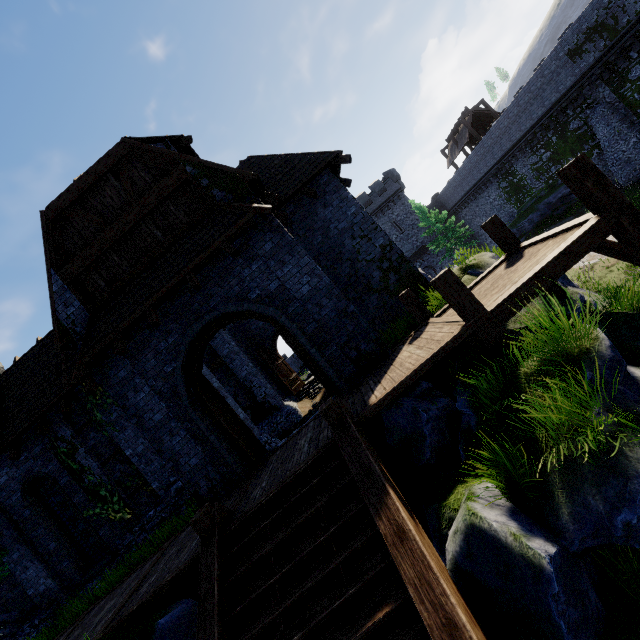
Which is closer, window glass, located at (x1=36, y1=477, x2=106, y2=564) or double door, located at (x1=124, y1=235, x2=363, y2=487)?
double door, located at (x1=124, y1=235, x2=363, y2=487)

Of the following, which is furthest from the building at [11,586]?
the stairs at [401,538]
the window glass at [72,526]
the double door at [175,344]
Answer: the stairs at [401,538]

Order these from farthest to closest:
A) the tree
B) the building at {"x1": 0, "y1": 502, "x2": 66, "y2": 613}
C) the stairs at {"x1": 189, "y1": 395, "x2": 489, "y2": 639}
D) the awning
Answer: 1. the tree
2. the building at {"x1": 0, "y1": 502, "x2": 66, "y2": 613}
3. the awning
4. the stairs at {"x1": 189, "y1": 395, "x2": 489, "y2": 639}

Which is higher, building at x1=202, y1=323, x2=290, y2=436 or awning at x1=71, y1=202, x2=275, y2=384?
awning at x1=71, y1=202, x2=275, y2=384

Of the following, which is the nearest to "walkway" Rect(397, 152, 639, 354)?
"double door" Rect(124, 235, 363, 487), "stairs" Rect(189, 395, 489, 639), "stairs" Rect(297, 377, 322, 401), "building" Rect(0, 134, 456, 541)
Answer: "building" Rect(0, 134, 456, 541)

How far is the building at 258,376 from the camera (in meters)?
12.09

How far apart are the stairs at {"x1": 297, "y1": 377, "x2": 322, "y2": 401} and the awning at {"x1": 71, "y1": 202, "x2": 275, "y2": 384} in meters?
11.1

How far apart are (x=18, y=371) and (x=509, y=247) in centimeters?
1827cm
